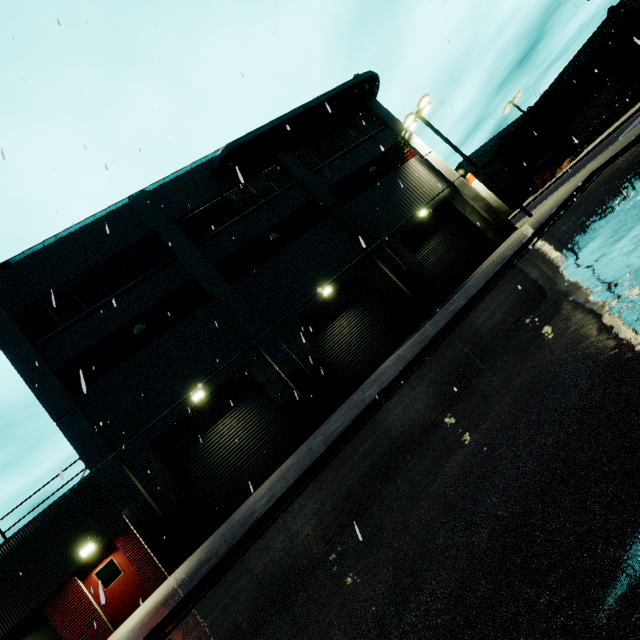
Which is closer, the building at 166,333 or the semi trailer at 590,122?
the building at 166,333

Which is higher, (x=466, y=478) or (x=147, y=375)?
(x=147, y=375)

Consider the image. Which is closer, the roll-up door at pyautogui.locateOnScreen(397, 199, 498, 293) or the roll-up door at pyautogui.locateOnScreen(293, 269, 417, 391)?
the roll-up door at pyautogui.locateOnScreen(293, 269, 417, 391)

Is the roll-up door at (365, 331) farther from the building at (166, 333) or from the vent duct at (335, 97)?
the vent duct at (335, 97)

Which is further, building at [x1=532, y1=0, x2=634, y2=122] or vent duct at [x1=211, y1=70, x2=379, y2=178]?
building at [x1=532, y1=0, x2=634, y2=122]

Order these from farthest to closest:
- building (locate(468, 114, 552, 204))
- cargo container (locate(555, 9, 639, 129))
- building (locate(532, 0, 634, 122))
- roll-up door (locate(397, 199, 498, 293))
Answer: building (locate(468, 114, 552, 204)) → building (locate(532, 0, 634, 122)) → cargo container (locate(555, 9, 639, 129)) → roll-up door (locate(397, 199, 498, 293))

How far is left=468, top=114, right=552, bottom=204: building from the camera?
48.5 meters

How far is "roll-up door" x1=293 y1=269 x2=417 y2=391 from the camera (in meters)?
16.00
